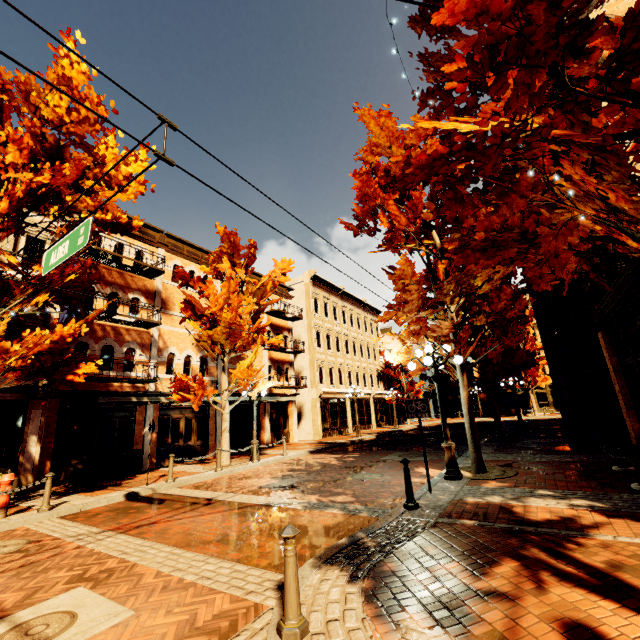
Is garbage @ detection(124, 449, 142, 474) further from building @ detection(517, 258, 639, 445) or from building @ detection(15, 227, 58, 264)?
building @ detection(517, 258, 639, 445)

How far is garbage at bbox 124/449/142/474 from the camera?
13.1m

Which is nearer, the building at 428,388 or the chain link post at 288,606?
the chain link post at 288,606

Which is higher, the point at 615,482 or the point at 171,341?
the point at 171,341

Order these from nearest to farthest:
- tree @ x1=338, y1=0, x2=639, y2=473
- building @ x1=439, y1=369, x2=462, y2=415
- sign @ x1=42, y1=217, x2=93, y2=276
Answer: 1. tree @ x1=338, y1=0, x2=639, y2=473
2. sign @ x1=42, y1=217, x2=93, y2=276
3. building @ x1=439, y1=369, x2=462, y2=415

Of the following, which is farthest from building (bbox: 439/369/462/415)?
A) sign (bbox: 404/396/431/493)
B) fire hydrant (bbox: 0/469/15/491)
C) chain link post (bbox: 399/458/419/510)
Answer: fire hydrant (bbox: 0/469/15/491)

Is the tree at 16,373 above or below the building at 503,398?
above

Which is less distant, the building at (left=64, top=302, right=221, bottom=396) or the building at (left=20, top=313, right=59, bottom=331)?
the building at (left=20, top=313, right=59, bottom=331)
